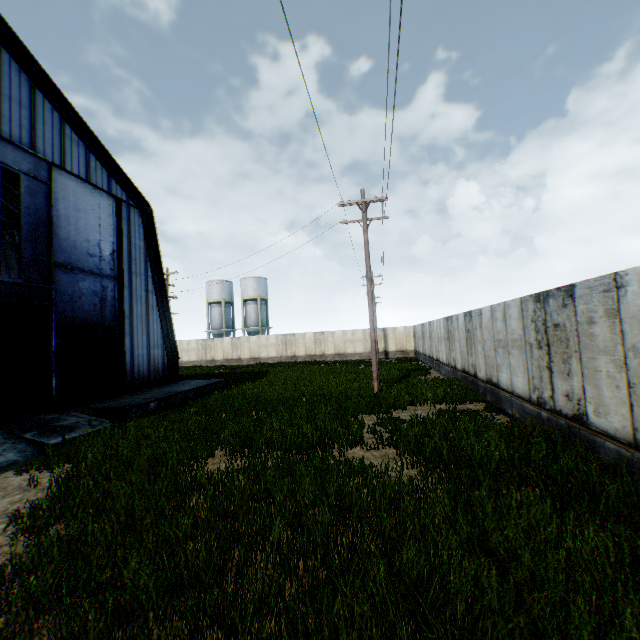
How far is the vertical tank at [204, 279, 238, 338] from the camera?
48.6m

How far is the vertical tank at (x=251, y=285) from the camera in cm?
4756

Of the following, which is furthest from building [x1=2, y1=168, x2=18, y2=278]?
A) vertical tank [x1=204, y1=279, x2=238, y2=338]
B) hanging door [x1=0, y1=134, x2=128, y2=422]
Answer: vertical tank [x1=204, y1=279, x2=238, y2=338]

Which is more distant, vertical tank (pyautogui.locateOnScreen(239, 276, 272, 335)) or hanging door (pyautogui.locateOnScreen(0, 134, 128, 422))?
vertical tank (pyautogui.locateOnScreen(239, 276, 272, 335))

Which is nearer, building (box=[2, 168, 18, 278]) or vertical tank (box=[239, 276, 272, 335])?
building (box=[2, 168, 18, 278])

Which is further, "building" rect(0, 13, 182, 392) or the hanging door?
"building" rect(0, 13, 182, 392)

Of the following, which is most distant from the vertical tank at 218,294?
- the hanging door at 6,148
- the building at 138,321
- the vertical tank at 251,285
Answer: the hanging door at 6,148

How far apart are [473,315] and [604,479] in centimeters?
903cm
